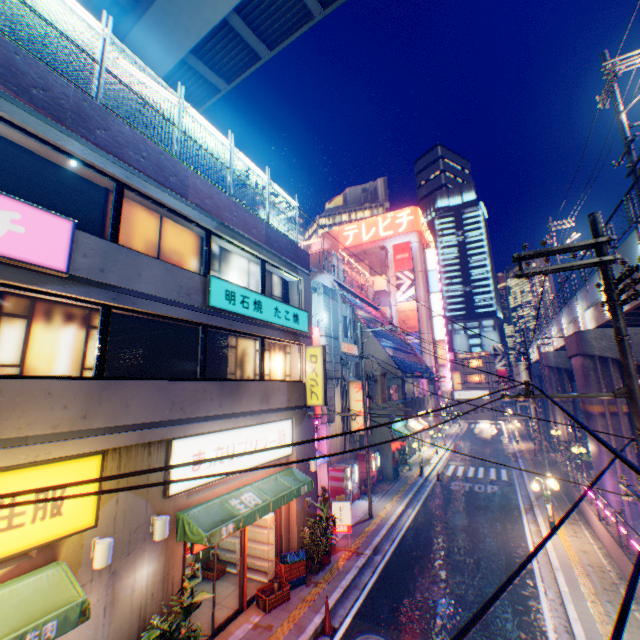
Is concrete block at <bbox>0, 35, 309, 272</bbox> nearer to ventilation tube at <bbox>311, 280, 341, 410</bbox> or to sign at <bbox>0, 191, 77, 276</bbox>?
sign at <bbox>0, 191, 77, 276</bbox>

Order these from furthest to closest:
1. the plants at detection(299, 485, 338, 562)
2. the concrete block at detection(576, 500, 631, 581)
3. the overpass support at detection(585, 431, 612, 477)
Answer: the overpass support at detection(585, 431, 612, 477) < the plants at detection(299, 485, 338, 562) < the concrete block at detection(576, 500, 631, 581)

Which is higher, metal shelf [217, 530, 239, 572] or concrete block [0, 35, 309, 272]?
concrete block [0, 35, 309, 272]

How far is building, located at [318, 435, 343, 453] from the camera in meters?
18.4 m

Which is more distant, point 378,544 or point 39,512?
point 378,544

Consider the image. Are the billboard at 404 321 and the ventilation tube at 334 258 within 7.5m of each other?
no

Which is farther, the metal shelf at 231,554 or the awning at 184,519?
the metal shelf at 231,554

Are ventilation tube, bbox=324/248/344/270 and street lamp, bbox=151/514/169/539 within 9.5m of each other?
no
